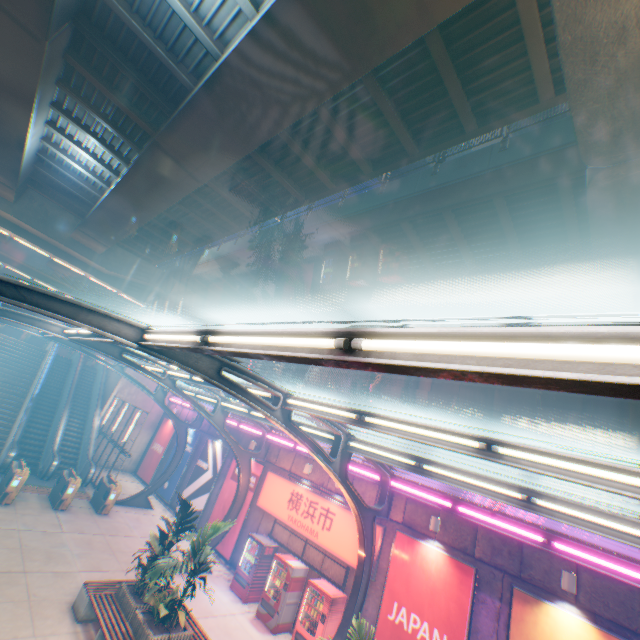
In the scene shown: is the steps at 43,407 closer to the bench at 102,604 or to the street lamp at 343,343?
the bench at 102,604

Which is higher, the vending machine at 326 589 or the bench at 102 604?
the vending machine at 326 589

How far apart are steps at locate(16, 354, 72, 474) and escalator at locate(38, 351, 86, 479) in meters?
0.0

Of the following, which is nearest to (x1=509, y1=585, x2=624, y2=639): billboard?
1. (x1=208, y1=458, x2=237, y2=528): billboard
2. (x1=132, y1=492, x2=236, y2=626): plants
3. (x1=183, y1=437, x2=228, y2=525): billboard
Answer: (x1=132, y1=492, x2=236, y2=626): plants

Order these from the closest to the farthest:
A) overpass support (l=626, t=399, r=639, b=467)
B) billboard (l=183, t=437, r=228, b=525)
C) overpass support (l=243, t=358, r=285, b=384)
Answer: overpass support (l=626, t=399, r=639, b=467)
billboard (l=183, t=437, r=228, b=525)
overpass support (l=243, t=358, r=285, b=384)

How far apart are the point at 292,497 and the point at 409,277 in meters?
11.6 m

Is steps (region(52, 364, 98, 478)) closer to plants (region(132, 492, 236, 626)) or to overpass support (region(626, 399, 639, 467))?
overpass support (region(626, 399, 639, 467))

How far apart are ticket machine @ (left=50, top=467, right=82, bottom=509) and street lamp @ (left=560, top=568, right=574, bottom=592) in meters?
18.6
